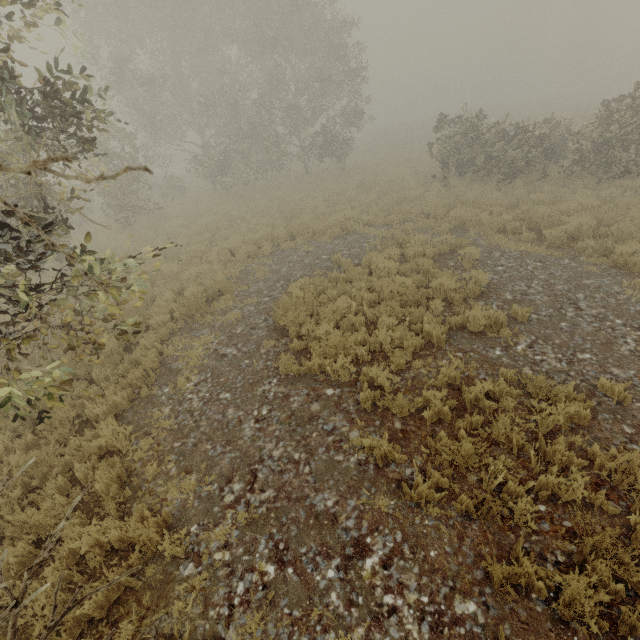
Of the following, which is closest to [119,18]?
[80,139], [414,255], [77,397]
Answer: [80,139]
